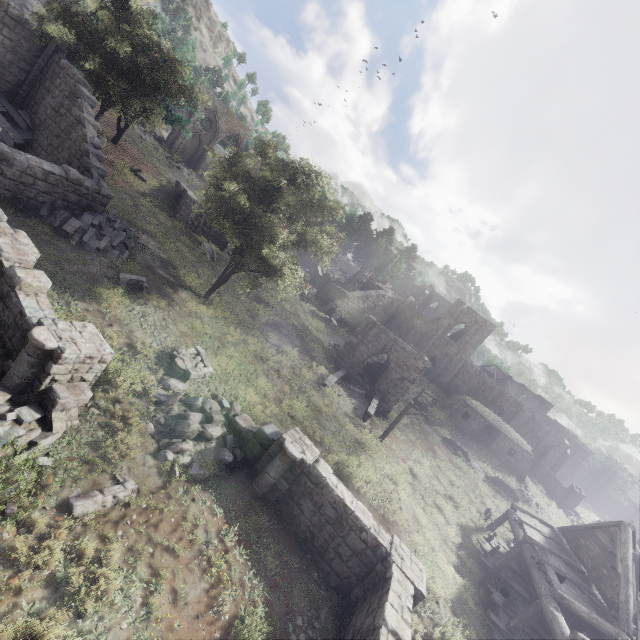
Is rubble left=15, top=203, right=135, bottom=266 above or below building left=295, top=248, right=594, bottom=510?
below

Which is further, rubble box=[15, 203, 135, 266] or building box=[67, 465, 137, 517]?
rubble box=[15, 203, 135, 266]

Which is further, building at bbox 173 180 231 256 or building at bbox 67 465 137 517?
building at bbox 173 180 231 256

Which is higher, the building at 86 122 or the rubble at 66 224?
the building at 86 122

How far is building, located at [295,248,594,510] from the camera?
24.8m

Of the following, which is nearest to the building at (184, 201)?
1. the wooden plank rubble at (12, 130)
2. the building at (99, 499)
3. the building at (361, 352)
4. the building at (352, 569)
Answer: the building at (361, 352)

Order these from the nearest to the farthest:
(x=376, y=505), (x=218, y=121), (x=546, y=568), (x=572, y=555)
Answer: (x=376, y=505)
(x=546, y=568)
(x=572, y=555)
(x=218, y=121)

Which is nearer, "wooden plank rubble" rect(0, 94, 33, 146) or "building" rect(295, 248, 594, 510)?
"wooden plank rubble" rect(0, 94, 33, 146)
